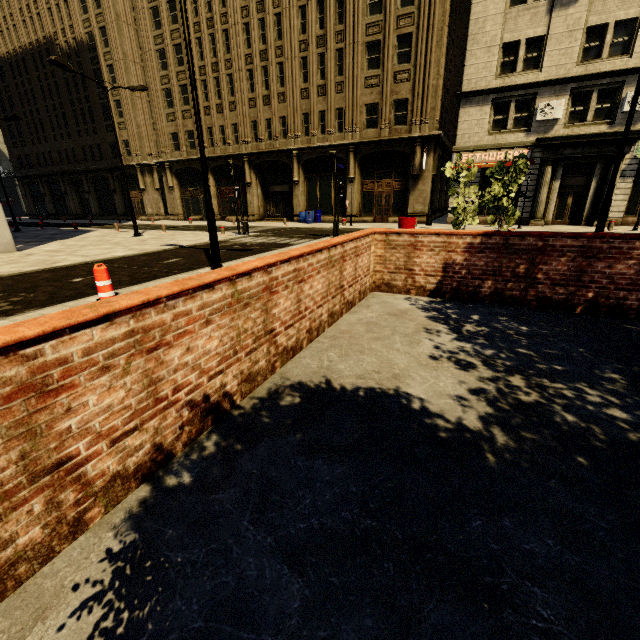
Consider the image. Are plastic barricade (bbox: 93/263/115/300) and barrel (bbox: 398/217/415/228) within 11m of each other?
yes

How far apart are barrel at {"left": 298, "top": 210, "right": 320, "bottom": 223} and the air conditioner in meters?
15.1

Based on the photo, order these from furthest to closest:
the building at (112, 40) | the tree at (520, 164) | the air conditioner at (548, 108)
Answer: the building at (112, 40), the air conditioner at (548, 108), the tree at (520, 164)

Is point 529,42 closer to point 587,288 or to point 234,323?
point 587,288

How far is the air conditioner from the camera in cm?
1836

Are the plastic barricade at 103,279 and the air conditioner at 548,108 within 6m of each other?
no

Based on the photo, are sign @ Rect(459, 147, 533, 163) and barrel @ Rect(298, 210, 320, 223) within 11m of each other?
yes

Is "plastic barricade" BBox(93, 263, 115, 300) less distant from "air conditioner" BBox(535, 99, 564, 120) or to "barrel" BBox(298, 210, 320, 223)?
"barrel" BBox(298, 210, 320, 223)
